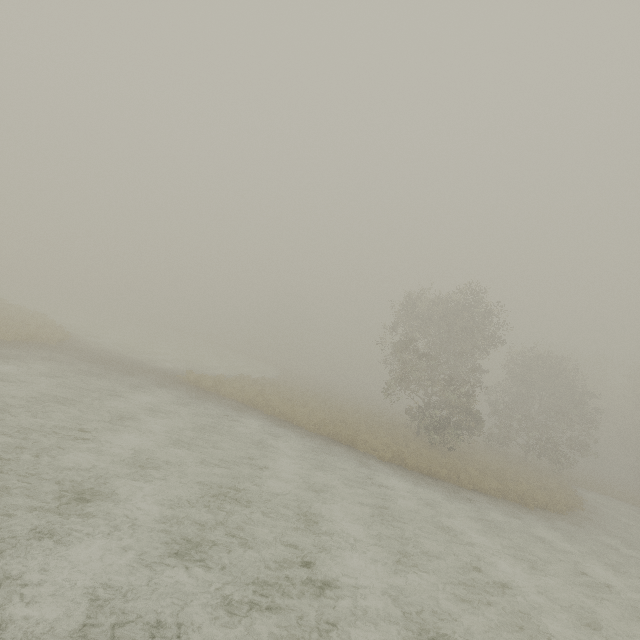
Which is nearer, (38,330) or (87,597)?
(87,597)
